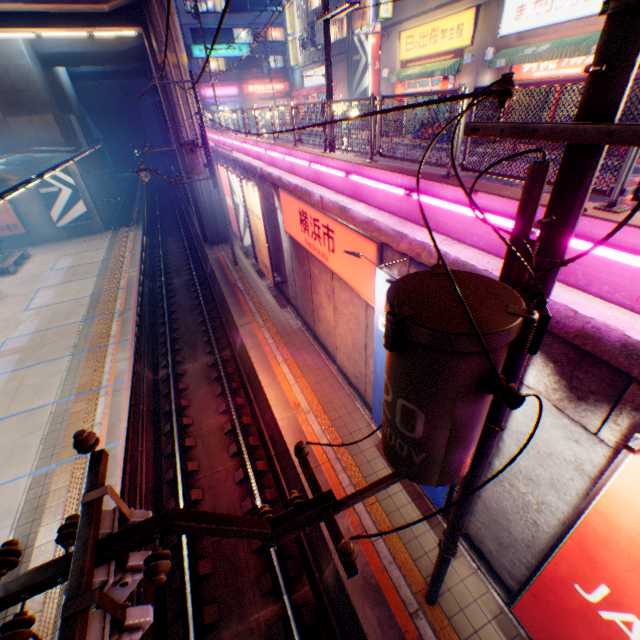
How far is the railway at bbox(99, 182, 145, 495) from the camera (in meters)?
9.70

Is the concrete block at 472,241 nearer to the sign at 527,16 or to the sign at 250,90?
the sign at 250,90

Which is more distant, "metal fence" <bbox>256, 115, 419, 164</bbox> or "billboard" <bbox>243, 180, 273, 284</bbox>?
"billboard" <bbox>243, 180, 273, 284</bbox>

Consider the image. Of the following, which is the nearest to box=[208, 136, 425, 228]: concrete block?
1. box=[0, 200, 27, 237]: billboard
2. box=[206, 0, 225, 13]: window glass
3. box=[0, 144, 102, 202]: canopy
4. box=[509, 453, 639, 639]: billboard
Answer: box=[509, 453, 639, 639]: billboard

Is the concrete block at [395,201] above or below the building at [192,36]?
below

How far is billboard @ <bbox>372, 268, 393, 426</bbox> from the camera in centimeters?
600cm

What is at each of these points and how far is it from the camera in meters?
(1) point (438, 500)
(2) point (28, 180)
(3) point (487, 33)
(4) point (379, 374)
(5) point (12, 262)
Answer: (1) billboard, 6.3 m
(2) canopy, 12.4 m
(3) building, 14.4 m
(4) billboard, 7.2 m
(5) bench, 22.5 m

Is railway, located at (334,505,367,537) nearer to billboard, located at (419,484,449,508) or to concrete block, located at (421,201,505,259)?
billboard, located at (419,484,449,508)
